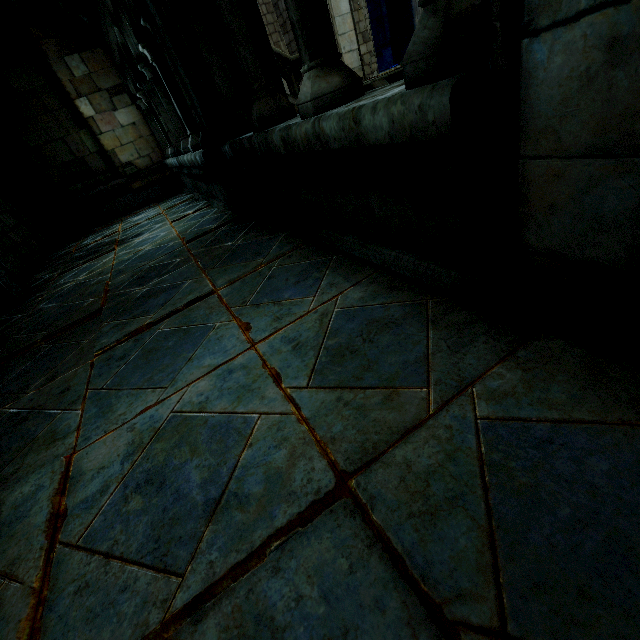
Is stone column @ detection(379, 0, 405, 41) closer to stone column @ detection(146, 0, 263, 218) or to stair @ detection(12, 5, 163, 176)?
stair @ detection(12, 5, 163, 176)

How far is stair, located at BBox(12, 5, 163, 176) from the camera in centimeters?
698cm

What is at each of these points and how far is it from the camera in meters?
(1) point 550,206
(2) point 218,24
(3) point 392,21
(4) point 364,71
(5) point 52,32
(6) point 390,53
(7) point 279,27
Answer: (1) stone column, 1.1 m
(2) stone column, 3.0 m
(3) stone column, 16.4 m
(4) building, 12.1 m
(5) stair, 7.0 m
(6) column base, 17.0 m
(7) building, 13.6 m

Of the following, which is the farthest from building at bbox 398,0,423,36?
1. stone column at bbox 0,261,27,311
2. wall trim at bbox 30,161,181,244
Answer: stone column at bbox 0,261,27,311

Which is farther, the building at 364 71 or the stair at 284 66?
the building at 364 71

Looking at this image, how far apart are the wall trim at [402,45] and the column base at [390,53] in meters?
0.0 m

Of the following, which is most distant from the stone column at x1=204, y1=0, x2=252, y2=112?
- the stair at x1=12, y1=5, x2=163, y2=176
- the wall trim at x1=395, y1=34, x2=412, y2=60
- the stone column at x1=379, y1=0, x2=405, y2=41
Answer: the wall trim at x1=395, y1=34, x2=412, y2=60

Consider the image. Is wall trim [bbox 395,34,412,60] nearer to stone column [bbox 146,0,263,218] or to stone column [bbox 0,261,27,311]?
stone column [bbox 146,0,263,218]
